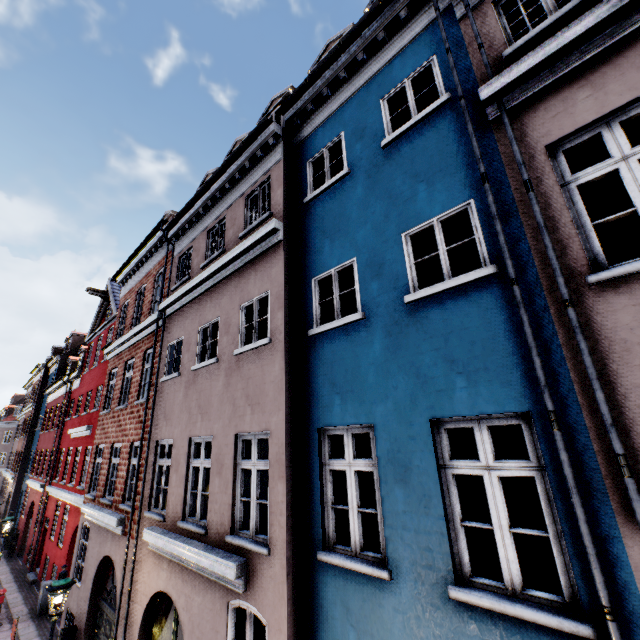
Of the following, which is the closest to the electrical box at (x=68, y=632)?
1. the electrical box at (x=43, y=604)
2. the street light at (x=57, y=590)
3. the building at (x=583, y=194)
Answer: the building at (x=583, y=194)

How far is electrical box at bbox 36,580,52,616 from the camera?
13.2m

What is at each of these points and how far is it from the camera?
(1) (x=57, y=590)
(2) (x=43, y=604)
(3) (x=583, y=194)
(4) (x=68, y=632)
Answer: (1) street light, 6.6 meters
(2) electrical box, 13.3 meters
(3) building, 8.8 meters
(4) electrical box, 9.6 meters

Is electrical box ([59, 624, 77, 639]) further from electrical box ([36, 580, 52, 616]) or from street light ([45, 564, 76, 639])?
electrical box ([36, 580, 52, 616])

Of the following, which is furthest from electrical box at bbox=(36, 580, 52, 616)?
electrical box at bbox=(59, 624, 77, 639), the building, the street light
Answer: electrical box at bbox=(59, 624, 77, 639)

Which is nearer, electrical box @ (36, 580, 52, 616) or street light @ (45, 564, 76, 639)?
street light @ (45, 564, 76, 639)

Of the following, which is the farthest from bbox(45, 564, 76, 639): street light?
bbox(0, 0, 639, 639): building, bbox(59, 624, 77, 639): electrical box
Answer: bbox(59, 624, 77, 639): electrical box

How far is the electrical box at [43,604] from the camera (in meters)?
13.24
